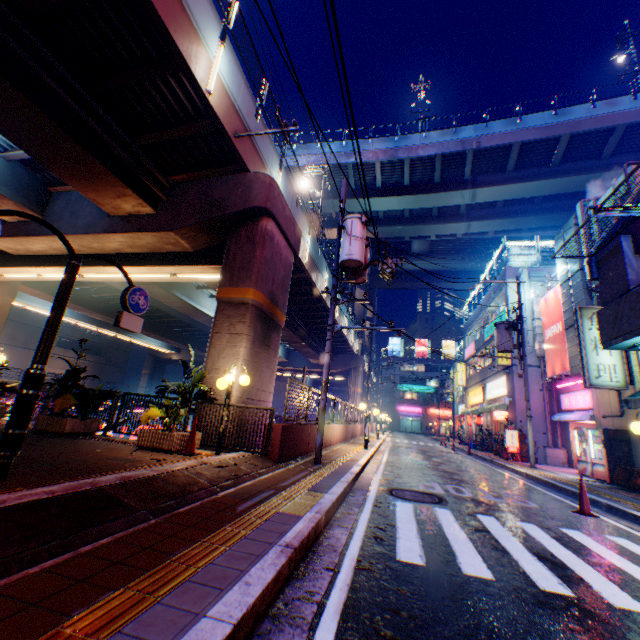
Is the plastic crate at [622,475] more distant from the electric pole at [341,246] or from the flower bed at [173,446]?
the flower bed at [173,446]

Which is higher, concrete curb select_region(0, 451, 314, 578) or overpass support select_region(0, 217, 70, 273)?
overpass support select_region(0, 217, 70, 273)

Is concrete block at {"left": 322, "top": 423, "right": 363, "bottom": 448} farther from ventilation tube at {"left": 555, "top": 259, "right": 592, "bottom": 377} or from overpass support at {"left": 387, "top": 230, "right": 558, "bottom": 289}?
ventilation tube at {"left": 555, "top": 259, "right": 592, "bottom": 377}

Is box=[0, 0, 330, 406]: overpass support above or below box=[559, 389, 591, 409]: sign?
above

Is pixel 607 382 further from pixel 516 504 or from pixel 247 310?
pixel 247 310

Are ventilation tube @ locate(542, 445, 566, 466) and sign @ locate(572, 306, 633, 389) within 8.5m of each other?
yes

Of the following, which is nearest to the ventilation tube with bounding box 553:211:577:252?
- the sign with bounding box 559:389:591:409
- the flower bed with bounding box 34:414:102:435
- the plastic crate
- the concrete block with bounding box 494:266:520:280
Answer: the sign with bounding box 559:389:591:409

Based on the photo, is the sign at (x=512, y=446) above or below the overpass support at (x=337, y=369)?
below
